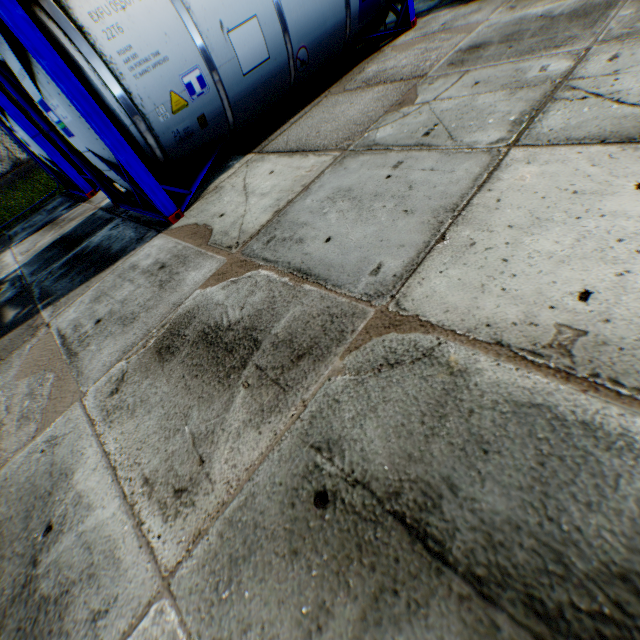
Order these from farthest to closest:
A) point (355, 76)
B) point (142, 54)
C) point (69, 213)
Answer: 1. point (69, 213)
2. point (355, 76)
3. point (142, 54)
